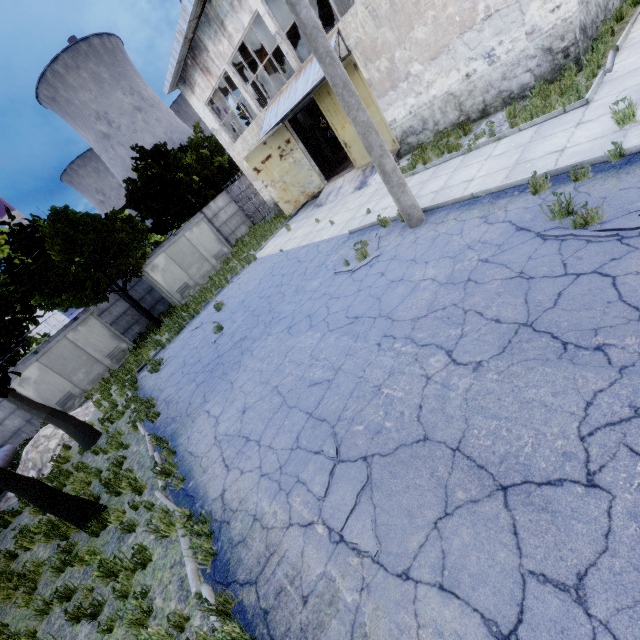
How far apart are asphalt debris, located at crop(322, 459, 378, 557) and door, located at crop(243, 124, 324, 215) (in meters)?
16.39

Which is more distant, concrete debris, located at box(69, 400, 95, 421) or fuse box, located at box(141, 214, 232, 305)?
fuse box, located at box(141, 214, 232, 305)

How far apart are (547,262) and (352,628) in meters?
5.2

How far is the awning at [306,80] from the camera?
12.81m

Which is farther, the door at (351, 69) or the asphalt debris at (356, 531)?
the door at (351, 69)

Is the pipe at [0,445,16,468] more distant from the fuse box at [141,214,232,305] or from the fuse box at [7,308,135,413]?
the fuse box at [141,214,232,305]

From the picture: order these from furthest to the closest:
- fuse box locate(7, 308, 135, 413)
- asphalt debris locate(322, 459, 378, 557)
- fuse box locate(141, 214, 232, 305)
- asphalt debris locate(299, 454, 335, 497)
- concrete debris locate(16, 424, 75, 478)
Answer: fuse box locate(141, 214, 232, 305) < fuse box locate(7, 308, 135, 413) < concrete debris locate(16, 424, 75, 478) < asphalt debris locate(299, 454, 335, 497) < asphalt debris locate(322, 459, 378, 557)
